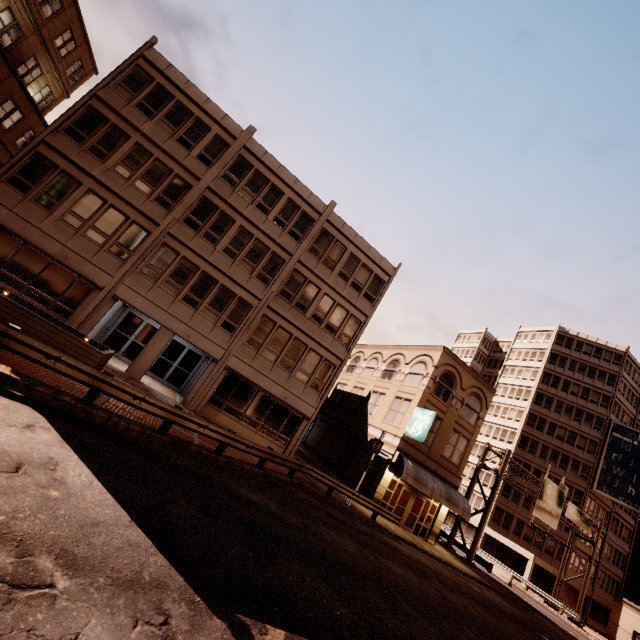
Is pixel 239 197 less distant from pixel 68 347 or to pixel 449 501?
pixel 68 347

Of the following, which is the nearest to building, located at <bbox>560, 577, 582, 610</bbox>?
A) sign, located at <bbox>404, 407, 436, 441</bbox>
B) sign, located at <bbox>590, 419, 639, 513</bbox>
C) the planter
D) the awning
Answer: sign, located at <bbox>590, 419, 639, 513</bbox>

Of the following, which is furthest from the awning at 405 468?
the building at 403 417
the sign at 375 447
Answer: the sign at 375 447

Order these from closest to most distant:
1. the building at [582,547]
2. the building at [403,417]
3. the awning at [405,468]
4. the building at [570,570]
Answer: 1. the building at [403,417]
2. the awning at [405,468]
3. the building at [570,570]
4. the building at [582,547]

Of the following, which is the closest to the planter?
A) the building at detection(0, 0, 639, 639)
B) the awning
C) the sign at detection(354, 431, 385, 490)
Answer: the building at detection(0, 0, 639, 639)

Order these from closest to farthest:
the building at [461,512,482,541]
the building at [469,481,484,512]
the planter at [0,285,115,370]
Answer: the planter at [0,285,115,370] < the building at [461,512,482,541] < the building at [469,481,484,512]

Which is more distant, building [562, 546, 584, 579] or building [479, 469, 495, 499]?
building [479, 469, 495, 499]

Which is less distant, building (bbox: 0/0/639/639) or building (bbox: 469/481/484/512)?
building (bbox: 0/0/639/639)
